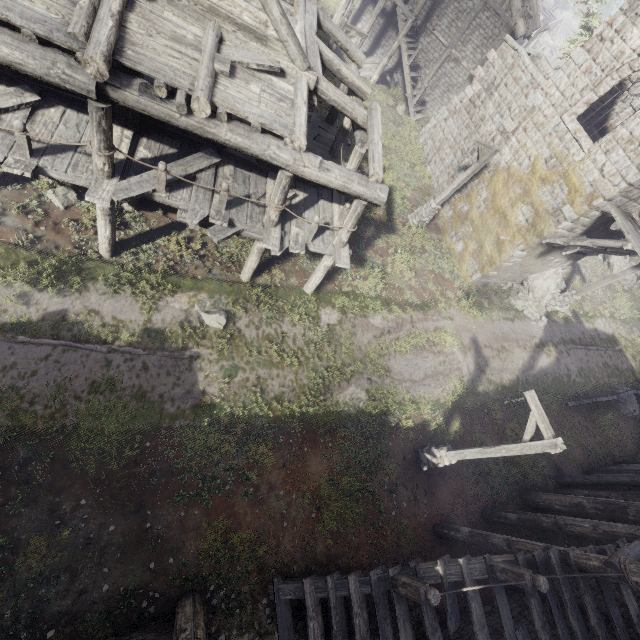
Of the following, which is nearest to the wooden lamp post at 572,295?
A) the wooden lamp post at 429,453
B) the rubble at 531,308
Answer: the rubble at 531,308

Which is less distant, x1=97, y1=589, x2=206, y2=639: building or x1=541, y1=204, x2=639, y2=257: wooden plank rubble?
x1=97, y1=589, x2=206, y2=639: building

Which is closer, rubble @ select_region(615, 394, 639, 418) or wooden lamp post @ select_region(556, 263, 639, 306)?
wooden lamp post @ select_region(556, 263, 639, 306)

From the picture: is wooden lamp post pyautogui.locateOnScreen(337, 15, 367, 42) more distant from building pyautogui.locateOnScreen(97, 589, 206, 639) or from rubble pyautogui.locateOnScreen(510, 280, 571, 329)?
rubble pyautogui.locateOnScreen(510, 280, 571, 329)

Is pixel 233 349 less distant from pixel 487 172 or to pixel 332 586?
pixel 332 586

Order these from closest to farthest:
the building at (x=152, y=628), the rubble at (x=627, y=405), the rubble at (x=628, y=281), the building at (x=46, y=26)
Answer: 1. the building at (x=152, y=628)
2. the building at (x=46, y=26)
3. the rubble at (x=627, y=405)
4. the rubble at (x=628, y=281)

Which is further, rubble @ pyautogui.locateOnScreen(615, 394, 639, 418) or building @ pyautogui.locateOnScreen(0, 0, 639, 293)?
rubble @ pyautogui.locateOnScreen(615, 394, 639, 418)

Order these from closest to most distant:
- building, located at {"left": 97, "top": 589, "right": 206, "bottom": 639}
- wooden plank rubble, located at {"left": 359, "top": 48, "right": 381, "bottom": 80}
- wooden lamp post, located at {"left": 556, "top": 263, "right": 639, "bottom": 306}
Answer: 1. building, located at {"left": 97, "top": 589, "right": 206, "bottom": 639}
2. wooden lamp post, located at {"left": 556, "top": 263, "right": 639, "bottom": 306}
3. wooden plank rubble, located at {"left": 359, "top": 48, "right": 381, "bottom": 80}
